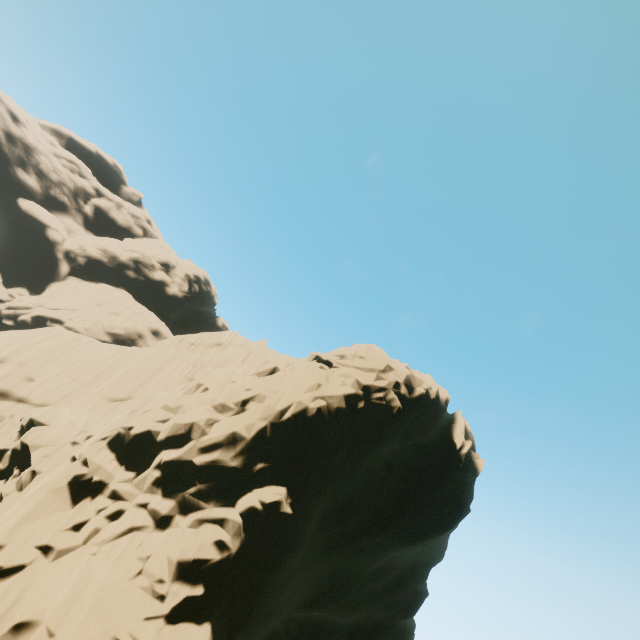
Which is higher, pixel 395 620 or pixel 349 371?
pixel 349 371
